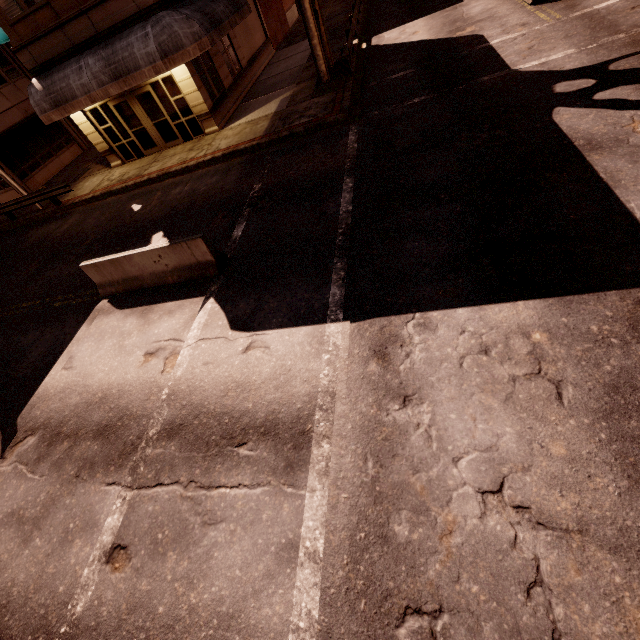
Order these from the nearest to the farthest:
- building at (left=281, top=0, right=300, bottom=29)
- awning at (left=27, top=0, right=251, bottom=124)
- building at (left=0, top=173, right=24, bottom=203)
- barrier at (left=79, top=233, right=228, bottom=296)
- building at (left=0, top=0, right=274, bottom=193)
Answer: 1. barrier at (left=79, top=233, right=228, bottom=296)
2. awning at (left=27, top=0, right=251, bottom=124)
3. building at (left=0, top=0, right=274, bottom=193)
4. building at (left=0, top=173, right=24, bottom=203)
5. building at (left=281, top=0, right=300, bottom=29)

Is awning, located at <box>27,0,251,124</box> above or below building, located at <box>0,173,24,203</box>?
above

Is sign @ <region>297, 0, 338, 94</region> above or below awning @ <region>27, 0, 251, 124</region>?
below

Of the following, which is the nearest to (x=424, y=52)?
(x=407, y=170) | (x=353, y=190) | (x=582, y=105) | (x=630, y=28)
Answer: (x=630, y=28)

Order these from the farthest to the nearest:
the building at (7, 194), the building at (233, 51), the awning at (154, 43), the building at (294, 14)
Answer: the building at (294, 14) → the building at (7, 194) → the building at (233, 51) → the awning at (154, 43)

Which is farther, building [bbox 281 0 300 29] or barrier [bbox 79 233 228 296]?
building [bbox 281 0 300 29]

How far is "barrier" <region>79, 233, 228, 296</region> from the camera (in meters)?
7.76

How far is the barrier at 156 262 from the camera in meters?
7.8 m
